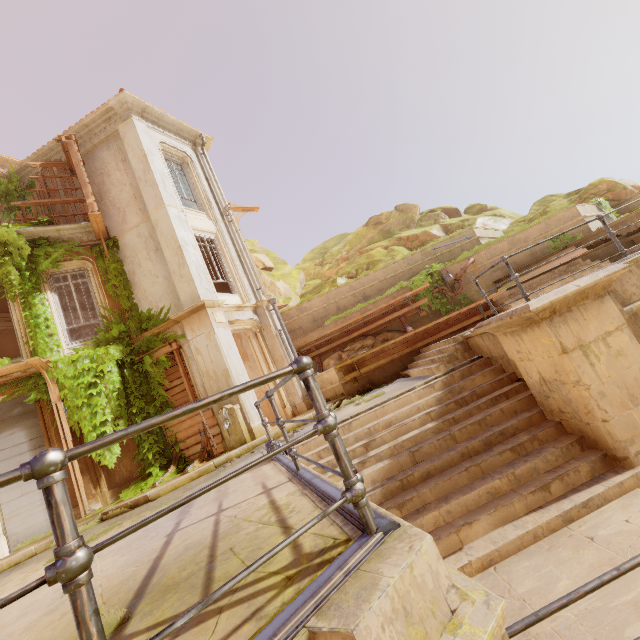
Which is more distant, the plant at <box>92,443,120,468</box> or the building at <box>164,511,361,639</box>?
the plant at <box>92,443,120,468</box>

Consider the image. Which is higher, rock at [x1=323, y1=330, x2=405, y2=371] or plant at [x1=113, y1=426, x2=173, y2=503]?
rock at [x1=323, y1=330, x2=405, y2=371]

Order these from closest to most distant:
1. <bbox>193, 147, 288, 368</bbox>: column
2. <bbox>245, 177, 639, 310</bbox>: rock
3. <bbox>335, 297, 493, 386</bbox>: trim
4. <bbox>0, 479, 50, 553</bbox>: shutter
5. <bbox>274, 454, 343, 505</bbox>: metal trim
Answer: <bbox>274, 454, 343, 505</bbox>: metal trim, <bbox>0, 479, 50, 553</bbox>: shutter, <bbox>335, 297, 493, 386</bbox>: trim, <bbox>193, 147, 288, 368</bbox>: column, <bbox>245, 177, 639, 310</bbox>: rock

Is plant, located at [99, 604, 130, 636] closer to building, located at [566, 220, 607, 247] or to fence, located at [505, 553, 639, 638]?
building, located at [566, 220, 607, 247]

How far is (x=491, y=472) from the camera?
4.8 meters

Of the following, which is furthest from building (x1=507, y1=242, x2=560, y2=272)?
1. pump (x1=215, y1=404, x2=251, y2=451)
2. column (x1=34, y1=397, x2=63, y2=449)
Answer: column (x1=34, y1=397, x2=63, y2=449)

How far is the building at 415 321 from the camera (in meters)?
13.23
